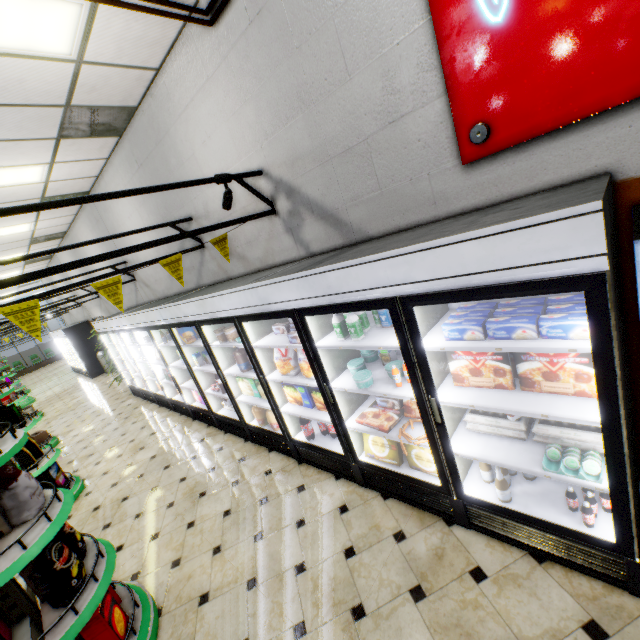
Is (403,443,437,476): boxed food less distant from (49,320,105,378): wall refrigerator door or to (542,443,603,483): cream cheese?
(542,443,603,483): cream cheese

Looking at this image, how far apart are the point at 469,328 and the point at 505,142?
1.2 meters

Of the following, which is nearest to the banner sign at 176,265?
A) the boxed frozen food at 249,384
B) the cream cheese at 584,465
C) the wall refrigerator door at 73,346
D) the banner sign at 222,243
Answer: the banner sign at 222,243

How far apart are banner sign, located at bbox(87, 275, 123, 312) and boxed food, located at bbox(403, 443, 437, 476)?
2.7 meters

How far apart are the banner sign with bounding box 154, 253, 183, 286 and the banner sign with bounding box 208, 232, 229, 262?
0.3m

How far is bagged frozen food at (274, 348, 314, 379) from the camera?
3.29m

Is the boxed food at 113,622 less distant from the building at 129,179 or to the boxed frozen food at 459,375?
the building at 129,179

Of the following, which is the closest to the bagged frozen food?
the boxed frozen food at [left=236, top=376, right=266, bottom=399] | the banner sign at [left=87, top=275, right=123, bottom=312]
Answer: the boxed frozen food at [left=236, top=376, right=266, bottom=399]
